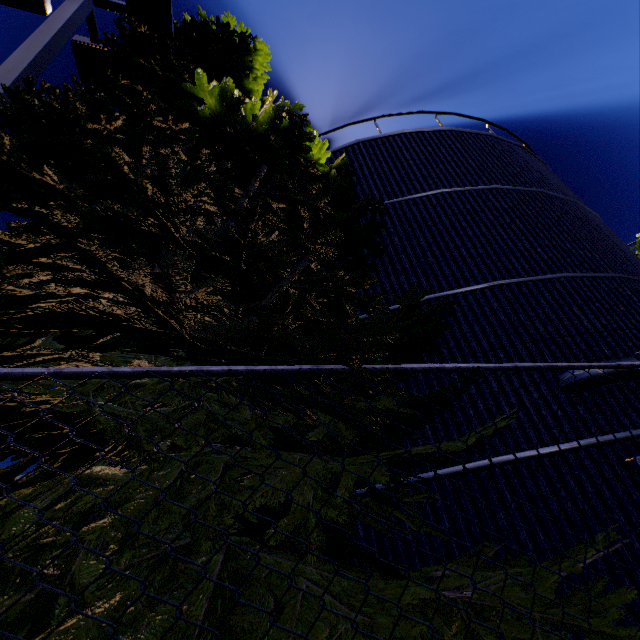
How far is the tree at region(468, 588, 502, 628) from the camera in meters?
Answer: 1.4

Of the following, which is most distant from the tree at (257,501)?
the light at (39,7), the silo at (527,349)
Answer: the silo at (527,349)

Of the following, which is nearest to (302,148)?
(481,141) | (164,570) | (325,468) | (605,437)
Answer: (325,468)

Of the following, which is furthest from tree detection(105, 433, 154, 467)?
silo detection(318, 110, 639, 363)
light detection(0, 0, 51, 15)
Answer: silo detection(318, 110, 639, 363)

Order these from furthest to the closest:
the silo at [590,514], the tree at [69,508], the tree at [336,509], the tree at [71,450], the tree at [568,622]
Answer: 1. the silo at [590,514]
2. the tree at [71,450]
3. the tree at [69,508]
4. the tree at [336,509]
5. the tree at [568,622]

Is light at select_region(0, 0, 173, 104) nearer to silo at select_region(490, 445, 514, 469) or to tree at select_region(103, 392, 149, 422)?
tree at select_region(103, 392, 149, 422)

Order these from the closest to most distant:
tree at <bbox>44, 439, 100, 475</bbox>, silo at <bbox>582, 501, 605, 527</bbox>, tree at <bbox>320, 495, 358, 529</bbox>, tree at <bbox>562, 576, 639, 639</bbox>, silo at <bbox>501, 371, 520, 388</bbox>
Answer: tree at <bbox>562, 576, 639, 639</bbox>
tree at <bbox>320, 495, 358, 529</bbox>
tree at <bbox>44, 439, 100, 475</bbox>
silo at <bbox>582, 501, 605, 527</bbox>
silo at <bbox>501, 371, 520, 388</bbox>
